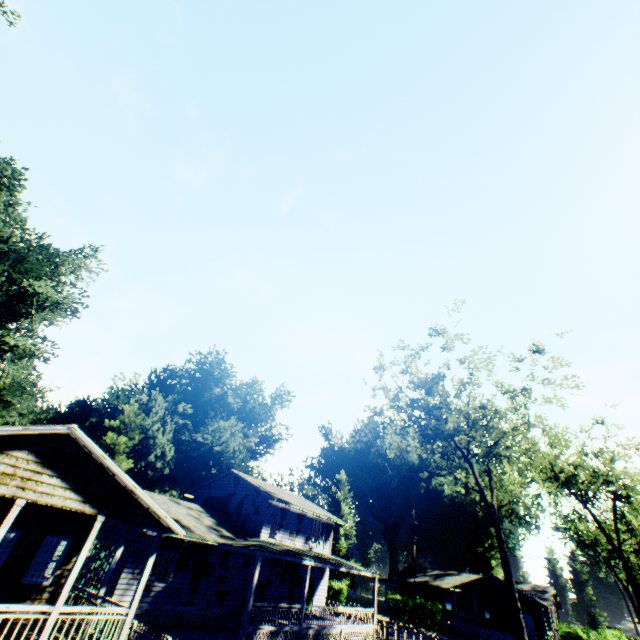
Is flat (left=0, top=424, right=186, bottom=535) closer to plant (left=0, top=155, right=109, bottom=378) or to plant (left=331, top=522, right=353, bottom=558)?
plant (left=0, top=155, right=109, bottom=378)

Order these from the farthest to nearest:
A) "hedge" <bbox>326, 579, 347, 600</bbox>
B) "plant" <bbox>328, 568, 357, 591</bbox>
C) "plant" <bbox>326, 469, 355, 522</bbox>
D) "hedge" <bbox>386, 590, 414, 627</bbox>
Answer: "plant" <bbox>326, 469, 355, 522</bbox> → "plant" <bbox>328, 568, 357, 591</bbox> → "hedge" <bbox>326, 579, 347, 600</bbox> → "hedge" <bbox>386, 590, 414, 627</bbox>

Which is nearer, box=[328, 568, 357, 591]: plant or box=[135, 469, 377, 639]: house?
box=[135, 469, 377, 639]: house

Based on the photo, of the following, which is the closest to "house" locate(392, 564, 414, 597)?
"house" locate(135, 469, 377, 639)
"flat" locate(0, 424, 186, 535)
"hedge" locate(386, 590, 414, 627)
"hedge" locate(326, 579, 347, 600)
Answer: "hedge" locate(386, 590, 414, 627)

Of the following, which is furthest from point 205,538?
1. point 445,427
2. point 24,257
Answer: point 24,257

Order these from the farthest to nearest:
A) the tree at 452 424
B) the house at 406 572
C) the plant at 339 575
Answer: the house at 406 572
the plant at 339 575
the tree at 452 424

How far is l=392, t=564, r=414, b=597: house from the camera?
50.03m

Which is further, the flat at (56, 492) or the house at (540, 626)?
the house at (540, 626)
